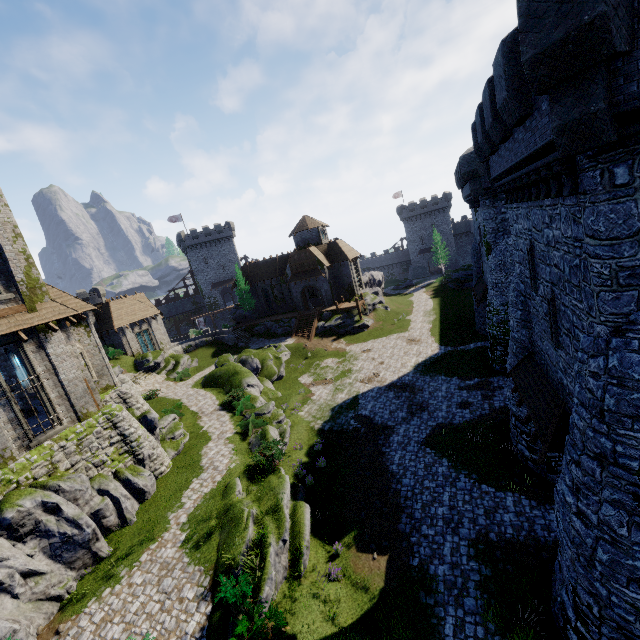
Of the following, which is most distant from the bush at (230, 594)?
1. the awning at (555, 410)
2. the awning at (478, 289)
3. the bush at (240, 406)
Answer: the awning at (478, 289)

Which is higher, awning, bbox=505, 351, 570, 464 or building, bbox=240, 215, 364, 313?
building, bbox=240, 215, 364, 313

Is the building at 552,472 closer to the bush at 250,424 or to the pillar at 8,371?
the bush at 250,424

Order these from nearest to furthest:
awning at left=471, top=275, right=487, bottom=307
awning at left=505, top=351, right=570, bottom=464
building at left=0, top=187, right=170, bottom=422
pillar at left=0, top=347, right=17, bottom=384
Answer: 1. awning at left=505, top=351, right=570, bottom=464
2. building at left=0, top=187, right=170, bottom=422
3. pillar at left=0, top=347, right=17, bottom=384
4. awning at left=471, top=275, right=487, bottom=307

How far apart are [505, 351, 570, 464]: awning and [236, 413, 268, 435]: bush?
15.4 meters

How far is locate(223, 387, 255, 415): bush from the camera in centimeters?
2559cm

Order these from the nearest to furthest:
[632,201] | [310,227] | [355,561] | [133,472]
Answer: [632,201] < [355,561] < [133,472] < [310,227]

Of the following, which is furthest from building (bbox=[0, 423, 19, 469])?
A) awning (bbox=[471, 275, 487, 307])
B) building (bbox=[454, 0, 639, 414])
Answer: awning (bbox=[471, 275, 487, 307])
